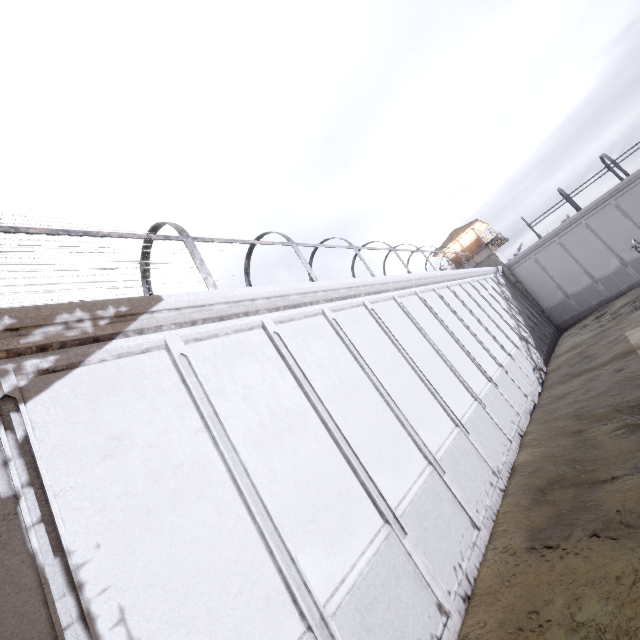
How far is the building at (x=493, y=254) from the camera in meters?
33.9 m

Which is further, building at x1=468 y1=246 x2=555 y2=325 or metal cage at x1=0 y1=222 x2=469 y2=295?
building at x1=468 y1=246 x2=555 y2=325

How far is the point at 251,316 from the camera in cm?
806

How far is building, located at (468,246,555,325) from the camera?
33.9 meters

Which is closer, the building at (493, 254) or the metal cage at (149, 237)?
the metal cage at (149, 237)
